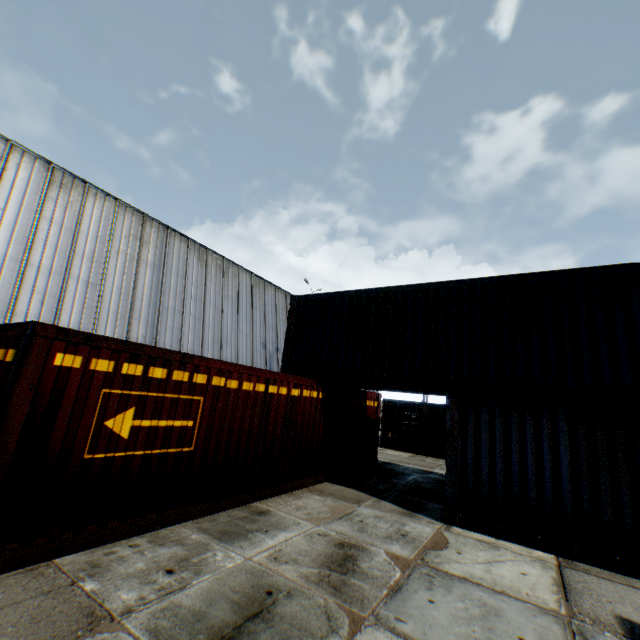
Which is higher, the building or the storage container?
the building

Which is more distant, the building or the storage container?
the building

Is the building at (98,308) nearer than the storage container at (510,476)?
No

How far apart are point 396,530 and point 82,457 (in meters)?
5.90

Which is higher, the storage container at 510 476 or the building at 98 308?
the building at 98 308
